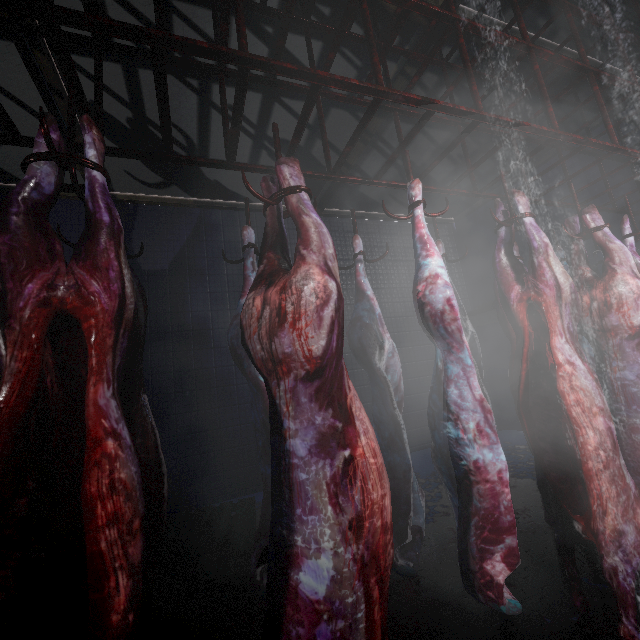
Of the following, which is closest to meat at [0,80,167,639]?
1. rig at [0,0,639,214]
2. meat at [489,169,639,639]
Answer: rig at [0,0,639,214]

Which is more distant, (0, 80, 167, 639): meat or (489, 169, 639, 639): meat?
(489, 169, 639, 639): meat

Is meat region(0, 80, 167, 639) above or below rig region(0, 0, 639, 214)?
below

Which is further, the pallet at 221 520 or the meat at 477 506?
the pallet at 221 520

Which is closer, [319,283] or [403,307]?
[319,283]

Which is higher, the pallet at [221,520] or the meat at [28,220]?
the meat at [28,220]

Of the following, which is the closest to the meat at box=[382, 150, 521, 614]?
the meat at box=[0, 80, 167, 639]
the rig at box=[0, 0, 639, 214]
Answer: the rig at box=[0, 0, 639, 214]

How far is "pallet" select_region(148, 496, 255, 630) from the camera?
1.99m
